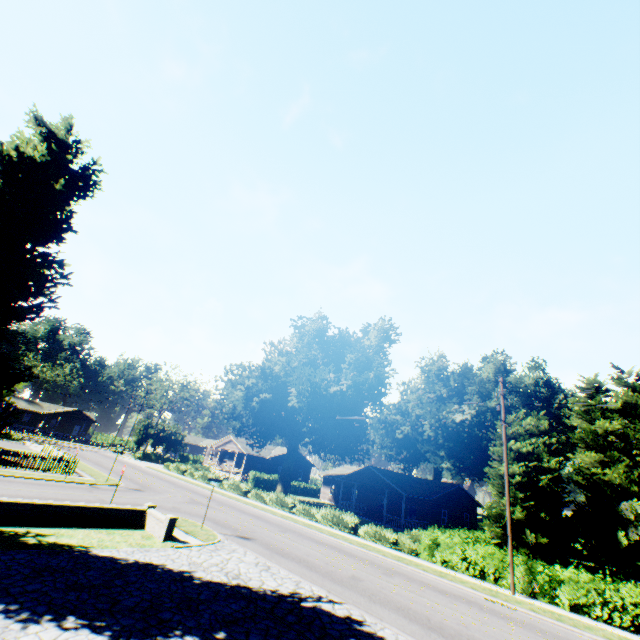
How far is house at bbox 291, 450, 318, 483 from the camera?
56.4m

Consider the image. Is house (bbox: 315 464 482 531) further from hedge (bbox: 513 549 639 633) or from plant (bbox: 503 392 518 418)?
hedge (bbox: 513 549 639 633)

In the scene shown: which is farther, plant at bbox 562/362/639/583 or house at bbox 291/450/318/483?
house at bbox 291/450/318/483

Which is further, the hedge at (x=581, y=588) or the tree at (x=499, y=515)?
the tree at (x=499, y=515)

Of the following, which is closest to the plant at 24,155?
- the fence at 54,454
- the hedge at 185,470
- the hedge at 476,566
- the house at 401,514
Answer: the fence at 54,454

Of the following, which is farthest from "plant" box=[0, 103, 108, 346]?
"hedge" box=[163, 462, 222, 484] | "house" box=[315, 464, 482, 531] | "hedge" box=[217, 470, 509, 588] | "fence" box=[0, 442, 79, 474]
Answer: "hedge" box=[163, 462, 222, 484]

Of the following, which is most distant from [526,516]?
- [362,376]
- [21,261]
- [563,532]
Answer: [21,261]

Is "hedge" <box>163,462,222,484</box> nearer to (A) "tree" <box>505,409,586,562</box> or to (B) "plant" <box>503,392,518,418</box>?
(B) "plant" <box>503,392,518,418</box>
